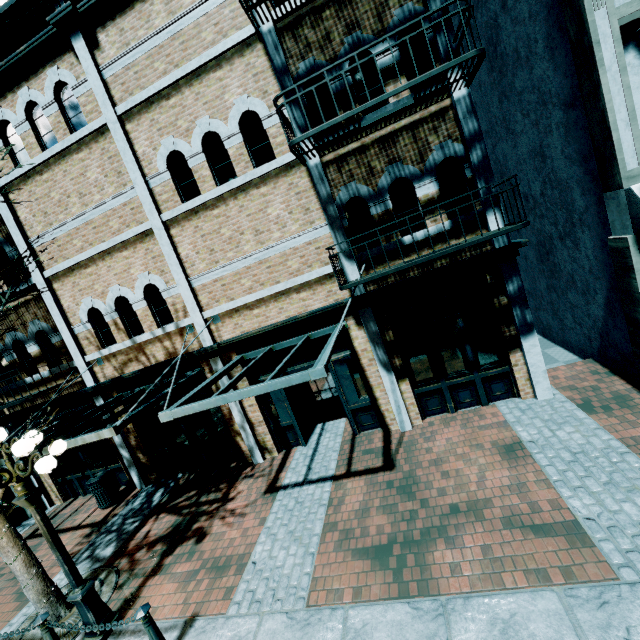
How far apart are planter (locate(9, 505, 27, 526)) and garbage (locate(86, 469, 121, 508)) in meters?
3.4 m

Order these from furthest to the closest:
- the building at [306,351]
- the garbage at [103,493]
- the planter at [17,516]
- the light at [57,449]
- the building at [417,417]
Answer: the planter at [17,516] → the garbage at [103,493] → the building at [306,351] → the building at [417,417] → the light at [57,449]

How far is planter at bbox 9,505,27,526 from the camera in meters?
10.1

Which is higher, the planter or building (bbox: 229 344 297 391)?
building (bbox: 229 344 297 391)

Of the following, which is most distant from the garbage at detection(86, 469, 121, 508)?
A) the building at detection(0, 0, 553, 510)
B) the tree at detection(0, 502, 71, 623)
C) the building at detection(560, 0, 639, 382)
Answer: the building at detection(560, 0, 639, 382)

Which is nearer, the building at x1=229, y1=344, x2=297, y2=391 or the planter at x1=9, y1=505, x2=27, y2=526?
the building at x1=229, y1=344, x2=297, y2=391

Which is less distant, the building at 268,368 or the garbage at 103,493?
the building at 268,368

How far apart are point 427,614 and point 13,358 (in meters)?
12.21
